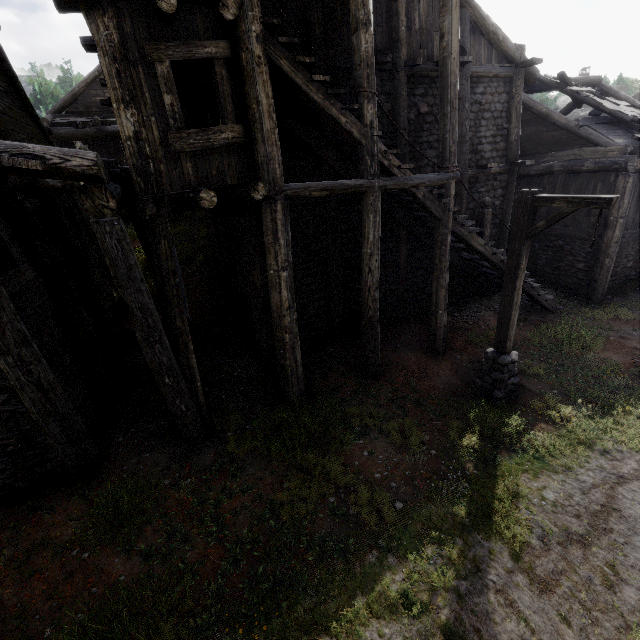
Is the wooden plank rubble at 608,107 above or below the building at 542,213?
above

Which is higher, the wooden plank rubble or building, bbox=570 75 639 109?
building, bbox=570 75 639 109

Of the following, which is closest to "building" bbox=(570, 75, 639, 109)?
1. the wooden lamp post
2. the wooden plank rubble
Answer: the wooden plank rubble

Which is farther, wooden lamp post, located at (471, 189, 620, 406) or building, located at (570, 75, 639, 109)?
building, located at (570, 75, 639, 109)

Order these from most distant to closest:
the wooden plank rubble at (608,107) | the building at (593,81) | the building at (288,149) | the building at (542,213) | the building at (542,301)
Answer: the building at (593,81) < the building at (542,213) < the wooden plank rubble at (608,107) < the building at (542,301) < the building at (288,149)

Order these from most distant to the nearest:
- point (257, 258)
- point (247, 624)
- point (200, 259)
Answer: point (200, 259) < point (257, 258) < point (247, 624)
